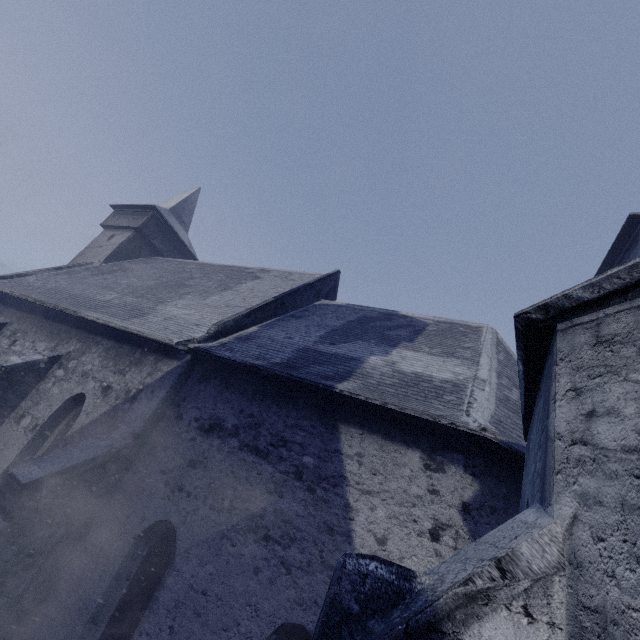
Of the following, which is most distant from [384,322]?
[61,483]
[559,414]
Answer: [61,483]
